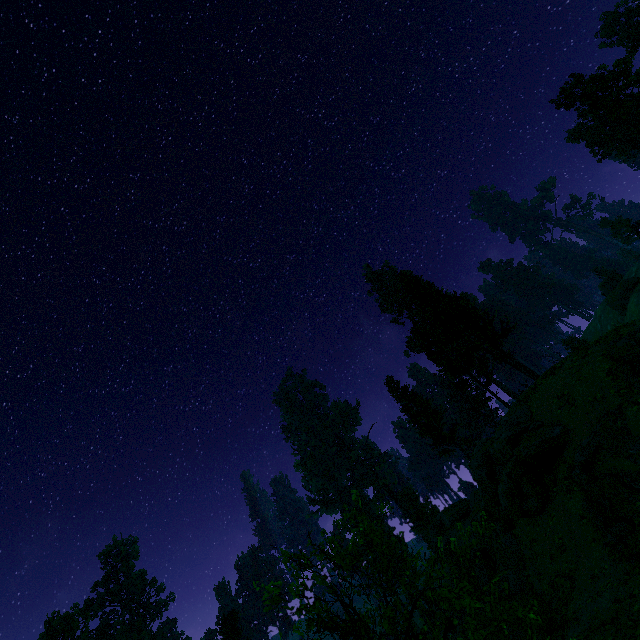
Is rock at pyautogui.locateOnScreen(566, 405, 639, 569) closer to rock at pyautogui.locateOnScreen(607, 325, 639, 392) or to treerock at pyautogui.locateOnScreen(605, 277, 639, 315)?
rock at pyautogui.locateOnScreen(607, 325, 639, 392)

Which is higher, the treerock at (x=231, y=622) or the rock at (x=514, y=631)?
the treerock at (x=231, y=622)

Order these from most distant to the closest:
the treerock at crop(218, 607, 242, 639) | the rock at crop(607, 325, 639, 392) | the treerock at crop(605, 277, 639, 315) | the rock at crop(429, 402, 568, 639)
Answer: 1. the treerock at crop(605, 277, 639, 315)
2. the treerock at crop(218, 607, 242, 639)
3. the rock at crop(429, 402, 568, 639)
4. the rock at crop(607, 325, 639, 392)

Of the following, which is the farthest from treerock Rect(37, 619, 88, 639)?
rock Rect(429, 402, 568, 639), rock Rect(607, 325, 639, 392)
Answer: rock Rect(607, 325, 639, 392)

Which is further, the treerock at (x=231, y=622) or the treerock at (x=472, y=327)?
the treerock at (x=231, y=622)

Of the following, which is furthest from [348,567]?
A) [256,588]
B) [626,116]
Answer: [626,116]

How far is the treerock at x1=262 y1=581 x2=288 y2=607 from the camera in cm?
688
